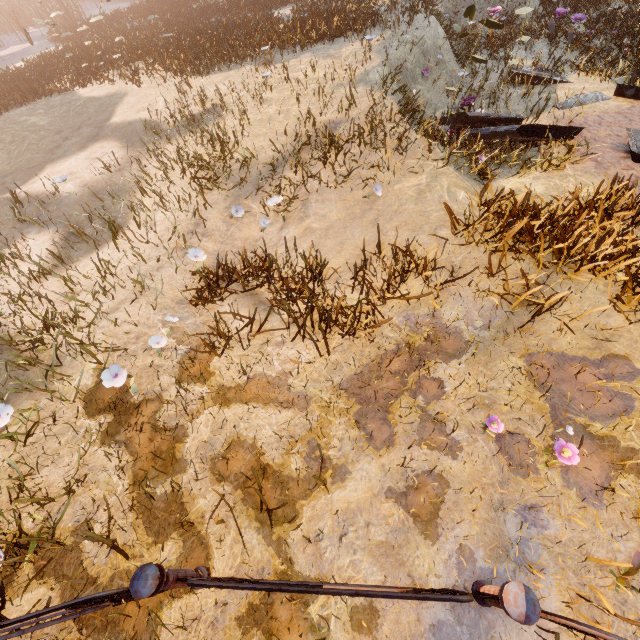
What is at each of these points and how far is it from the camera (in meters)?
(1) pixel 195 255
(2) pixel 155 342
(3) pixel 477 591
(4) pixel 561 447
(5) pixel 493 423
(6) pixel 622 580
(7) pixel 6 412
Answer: (1) instancedfoliageactor, 4.31
(2) instancedfoliageactor, 3.58
(3) merry-go-round, 2.09
(4) instancedfoliageactor, 2.26
(5) instancedfoliageactor, 2.49
(6) instancedfoliageactor, 1.98
(7) instancedfoliageactor, 3.00

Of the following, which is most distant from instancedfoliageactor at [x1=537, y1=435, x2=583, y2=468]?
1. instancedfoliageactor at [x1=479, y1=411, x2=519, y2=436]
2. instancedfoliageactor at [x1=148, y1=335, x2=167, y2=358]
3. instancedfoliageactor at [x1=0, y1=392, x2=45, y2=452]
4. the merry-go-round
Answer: instancedfoliageactor at [x1=0, y1=392, x2=45, y2=452]

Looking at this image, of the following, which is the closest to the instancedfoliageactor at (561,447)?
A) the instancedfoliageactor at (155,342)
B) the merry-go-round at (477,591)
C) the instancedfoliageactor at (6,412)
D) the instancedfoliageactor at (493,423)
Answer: the instancedfoliageactor at (493,423)

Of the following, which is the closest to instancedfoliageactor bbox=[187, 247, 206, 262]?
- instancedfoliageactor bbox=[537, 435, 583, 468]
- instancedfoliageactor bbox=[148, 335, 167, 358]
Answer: instancedfoliageactor bbox=[148, 335, 167, 358]

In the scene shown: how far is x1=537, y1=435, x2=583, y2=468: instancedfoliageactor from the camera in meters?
2.2 m

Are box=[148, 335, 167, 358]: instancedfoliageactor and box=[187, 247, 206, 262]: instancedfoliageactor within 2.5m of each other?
yes

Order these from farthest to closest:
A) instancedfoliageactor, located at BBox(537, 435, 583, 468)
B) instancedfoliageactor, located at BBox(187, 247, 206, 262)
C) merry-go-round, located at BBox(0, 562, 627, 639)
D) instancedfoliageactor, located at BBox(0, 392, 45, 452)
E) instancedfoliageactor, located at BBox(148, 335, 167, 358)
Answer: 1. instancedfoliageactor, located at BBox(187, 247, 206, 262)
2. instancedfoliageactor, located at BBox(148, 335, 167, 358)
3. instancedfoliageactor, located at BBox(0, 392, 45, 452)
4. instancedfoliageactor, located at BBox(537, 435, 583, 468)
5. merry-go-round, located at BBox(0, 562, 627, 639)

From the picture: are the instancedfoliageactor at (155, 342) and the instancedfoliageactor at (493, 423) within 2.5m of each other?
no
